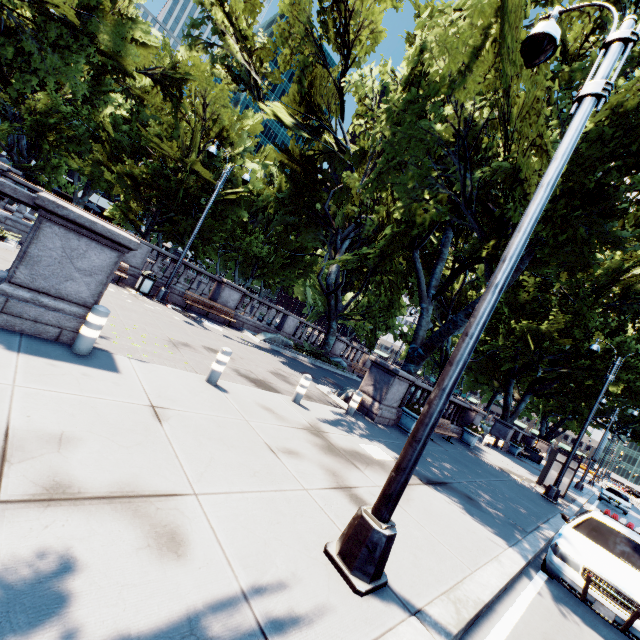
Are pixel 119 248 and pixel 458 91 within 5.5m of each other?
no

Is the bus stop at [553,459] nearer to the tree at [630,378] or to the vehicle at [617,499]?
the tree at [630,378]

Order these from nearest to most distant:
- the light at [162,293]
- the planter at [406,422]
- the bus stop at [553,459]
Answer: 1. the planter at [406,422]
2. the light at [162,293]
3. the bus stop at [553,459]

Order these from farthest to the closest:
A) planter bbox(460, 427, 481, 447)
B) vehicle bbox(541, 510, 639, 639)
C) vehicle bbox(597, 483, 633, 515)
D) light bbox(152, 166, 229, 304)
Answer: vehicle bbox(597, 483, 633, 515), planter bbox(460, 427, 481, 447), light bbox(152, 166, 229, 304), vehicle bbox(541, 510, 639, 639)

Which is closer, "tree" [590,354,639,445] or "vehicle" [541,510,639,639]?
"vehicle" [541,510,639,639]

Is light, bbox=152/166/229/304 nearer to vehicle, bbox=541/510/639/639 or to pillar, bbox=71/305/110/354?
pillar, bbox=71/305/110/354

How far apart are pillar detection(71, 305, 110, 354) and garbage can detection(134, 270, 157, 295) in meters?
9.3

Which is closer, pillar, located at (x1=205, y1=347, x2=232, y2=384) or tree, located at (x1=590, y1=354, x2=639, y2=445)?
pillar, located at (x1=205, y1=347, x2=232, y2=384)
